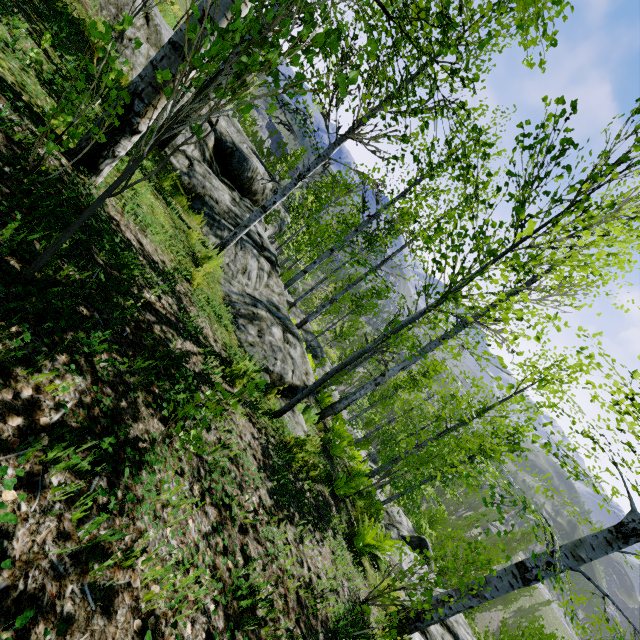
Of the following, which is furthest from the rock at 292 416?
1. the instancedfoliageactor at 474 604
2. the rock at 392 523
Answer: the instancedfoliageactor at 474 604

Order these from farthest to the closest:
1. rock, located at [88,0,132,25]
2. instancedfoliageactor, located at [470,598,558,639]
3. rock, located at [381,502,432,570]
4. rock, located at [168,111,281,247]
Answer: instancedfoliageactor, located at [470,598,558,639] → rock, located at [381,502,432,570] → rock, located at [168,111,281,247] → rock, located at [88,0,132,25]

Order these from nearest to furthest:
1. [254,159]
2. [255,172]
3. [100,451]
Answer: [100,451], [255,172], [254,159]

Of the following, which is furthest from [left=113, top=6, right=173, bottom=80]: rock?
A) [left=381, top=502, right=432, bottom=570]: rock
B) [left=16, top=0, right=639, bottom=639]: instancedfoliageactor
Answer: [left=16, top=0, right=639, bottom=639]: instancedfoliageactor

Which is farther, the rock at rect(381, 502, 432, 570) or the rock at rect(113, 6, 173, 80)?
the rock at rect(381, 502, 432, 570)

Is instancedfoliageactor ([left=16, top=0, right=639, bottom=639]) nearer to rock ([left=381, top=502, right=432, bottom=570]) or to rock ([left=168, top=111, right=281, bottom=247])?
rock ([left=381, top=502, right=432, bottom=570])
